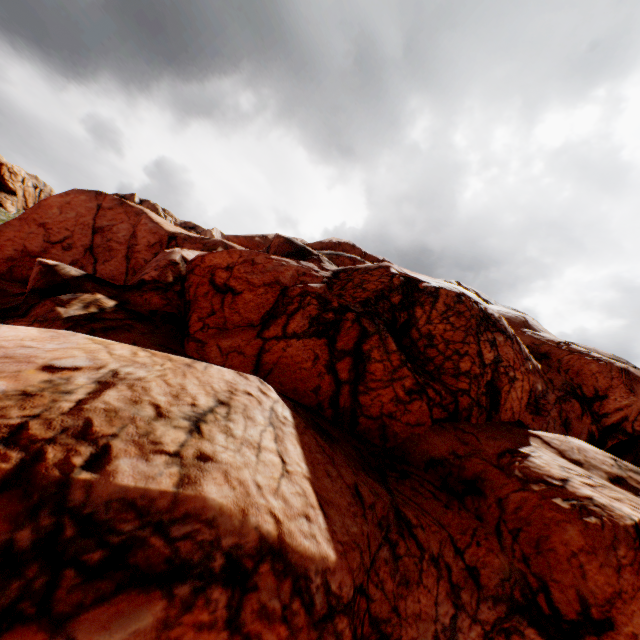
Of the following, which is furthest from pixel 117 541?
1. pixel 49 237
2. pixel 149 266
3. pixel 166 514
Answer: pixel 49 237
